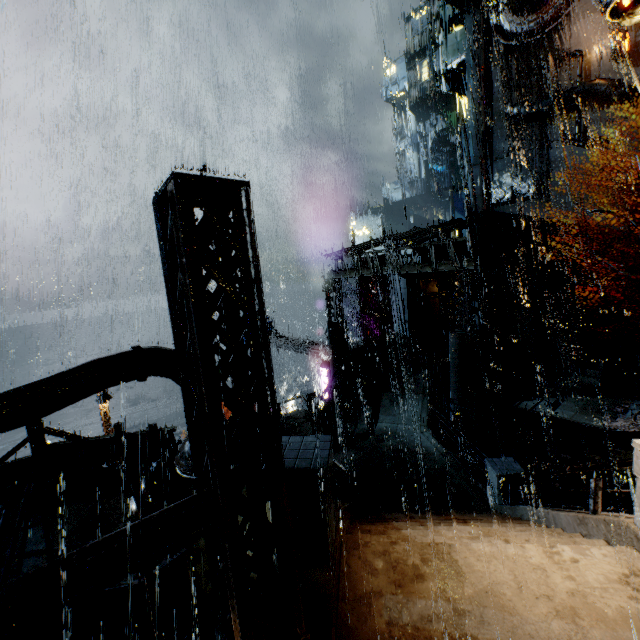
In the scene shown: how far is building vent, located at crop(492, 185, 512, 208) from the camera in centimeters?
3481cm

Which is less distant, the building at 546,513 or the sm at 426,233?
the building at 546,513

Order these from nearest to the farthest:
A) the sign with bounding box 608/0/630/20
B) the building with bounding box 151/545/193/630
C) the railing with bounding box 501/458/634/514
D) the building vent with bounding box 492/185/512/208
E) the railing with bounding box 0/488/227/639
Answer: the railing with bounding box 0/488/227/639
the railing with bounding box 501/458/634/514
the building with bounding box 151/545/193/630
the sign with bounding box 608/0/630/20
the building vent with bounding box 492/185/512/208

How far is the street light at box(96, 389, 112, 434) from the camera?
19.5m

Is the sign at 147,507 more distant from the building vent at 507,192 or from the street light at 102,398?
the building vent at 507,192

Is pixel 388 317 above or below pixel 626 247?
below

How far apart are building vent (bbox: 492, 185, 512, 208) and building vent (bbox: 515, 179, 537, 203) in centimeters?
24cm

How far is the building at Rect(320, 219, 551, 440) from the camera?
13.4m
